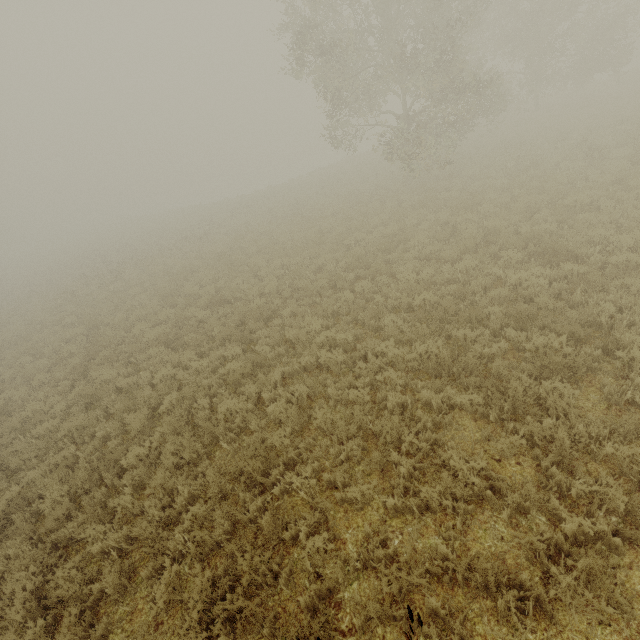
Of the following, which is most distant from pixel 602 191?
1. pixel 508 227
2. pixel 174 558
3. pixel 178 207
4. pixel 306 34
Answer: pixel 178 207
